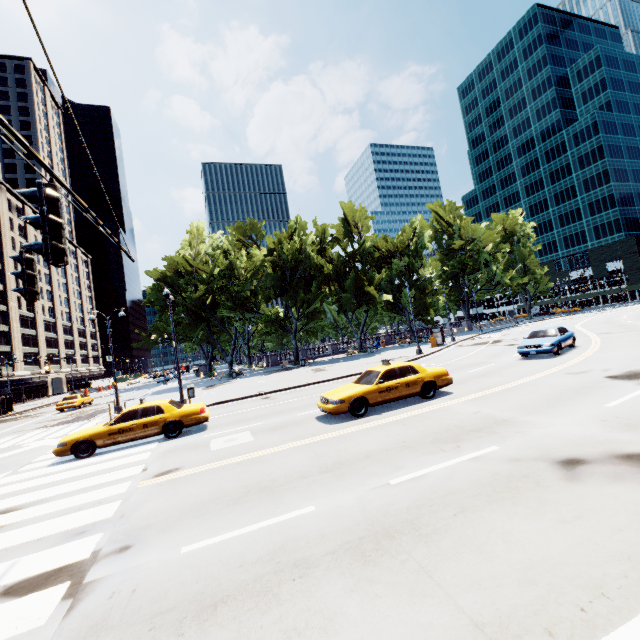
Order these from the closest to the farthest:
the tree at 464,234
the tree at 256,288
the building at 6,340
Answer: the tree at 256,288 → the tree at 464,234 → the building at 6,340

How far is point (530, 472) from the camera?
5.5m

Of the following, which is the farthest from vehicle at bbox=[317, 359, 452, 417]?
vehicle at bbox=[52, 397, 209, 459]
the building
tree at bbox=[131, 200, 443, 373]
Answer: the building

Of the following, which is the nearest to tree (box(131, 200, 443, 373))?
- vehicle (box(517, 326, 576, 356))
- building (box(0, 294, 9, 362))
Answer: building (box(0, 294, 9, 362))

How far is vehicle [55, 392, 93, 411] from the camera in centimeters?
3094cm

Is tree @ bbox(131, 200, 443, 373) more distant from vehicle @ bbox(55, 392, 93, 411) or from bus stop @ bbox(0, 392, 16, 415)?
vehicle @ bbox(55, 392, 93, 411)

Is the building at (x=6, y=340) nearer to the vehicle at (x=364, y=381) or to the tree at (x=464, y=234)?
the tree at (x=464, y=234)

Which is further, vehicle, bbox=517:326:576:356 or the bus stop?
the bus stop
